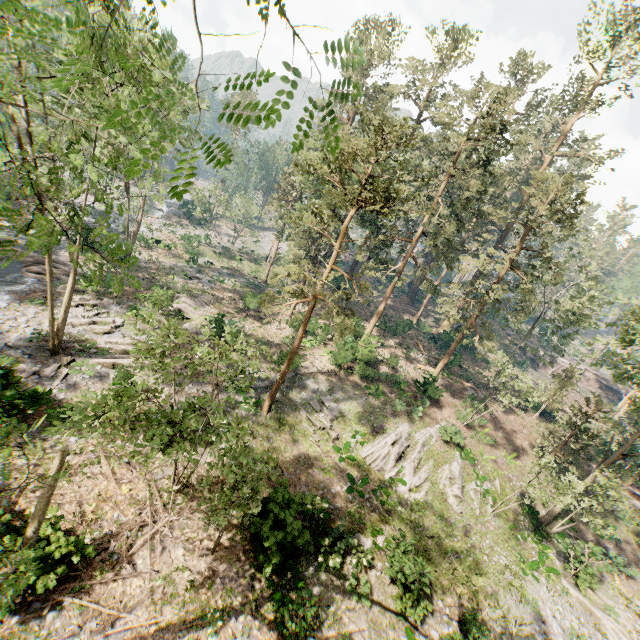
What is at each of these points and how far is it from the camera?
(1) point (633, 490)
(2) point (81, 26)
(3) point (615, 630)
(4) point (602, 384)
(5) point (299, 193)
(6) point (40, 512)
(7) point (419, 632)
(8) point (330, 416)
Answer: (1) ground embankment, 28.6 meters
(2) foliage, 4.4 meters
(3) foliage, 17.7 meters
(4) ground embankment, 53.9 meters
(5) foliage, 31.3 meters
(6) foliage, 5.8 meters
(7) foliage, 13.8 meters
(8) foliage, 22.6 meters

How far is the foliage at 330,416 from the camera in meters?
21.2

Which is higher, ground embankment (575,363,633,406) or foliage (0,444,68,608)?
foliage (0,444,68,608)

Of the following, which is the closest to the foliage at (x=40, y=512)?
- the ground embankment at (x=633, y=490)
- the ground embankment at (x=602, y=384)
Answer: the ground embankment at (x=633, y=490)

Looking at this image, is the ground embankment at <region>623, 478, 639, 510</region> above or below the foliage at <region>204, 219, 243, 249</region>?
above

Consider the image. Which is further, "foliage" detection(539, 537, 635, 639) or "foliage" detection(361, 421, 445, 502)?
"foliage" detection(361, 421, 445, 502)

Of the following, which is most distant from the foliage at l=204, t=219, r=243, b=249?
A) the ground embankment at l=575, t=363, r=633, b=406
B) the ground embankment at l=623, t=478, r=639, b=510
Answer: the ground embankment at l=575, t=363, r=633, b=406
